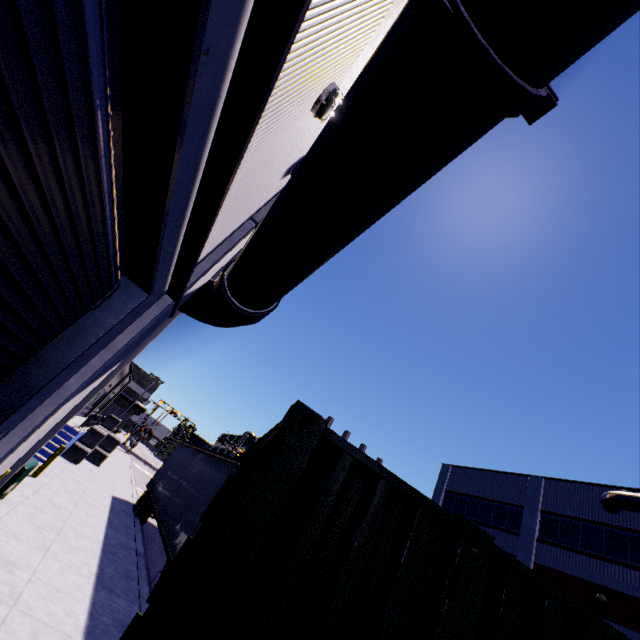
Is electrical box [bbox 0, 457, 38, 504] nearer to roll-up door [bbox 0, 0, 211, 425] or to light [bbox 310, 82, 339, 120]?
roll-up door [bbox 0, 0, 211, 425]

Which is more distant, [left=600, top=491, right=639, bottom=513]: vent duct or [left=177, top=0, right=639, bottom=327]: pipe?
[left=600, top=491, right=639, bottom=513]: vent duct

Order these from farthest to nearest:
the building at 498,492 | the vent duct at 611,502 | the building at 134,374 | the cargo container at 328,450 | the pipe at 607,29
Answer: the vent duct at 611,502
the building at 498,492
the building at 134,374
the pipe at 607,29
the cargo container at 328,450

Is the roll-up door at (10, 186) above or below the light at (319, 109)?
below

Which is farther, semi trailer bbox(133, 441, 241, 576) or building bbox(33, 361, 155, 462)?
building bbox(33, 361, 155, 462)

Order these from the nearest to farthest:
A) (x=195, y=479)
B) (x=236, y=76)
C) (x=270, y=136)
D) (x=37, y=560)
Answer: (x=236, y=76), (x=270, y=136), (x=37, y=560), (x=195, y=479)

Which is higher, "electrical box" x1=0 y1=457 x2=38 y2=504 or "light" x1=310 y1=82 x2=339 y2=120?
"light" x1=310 y1=82 x2=339 y2=120

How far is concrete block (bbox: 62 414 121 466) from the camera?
17.19m
